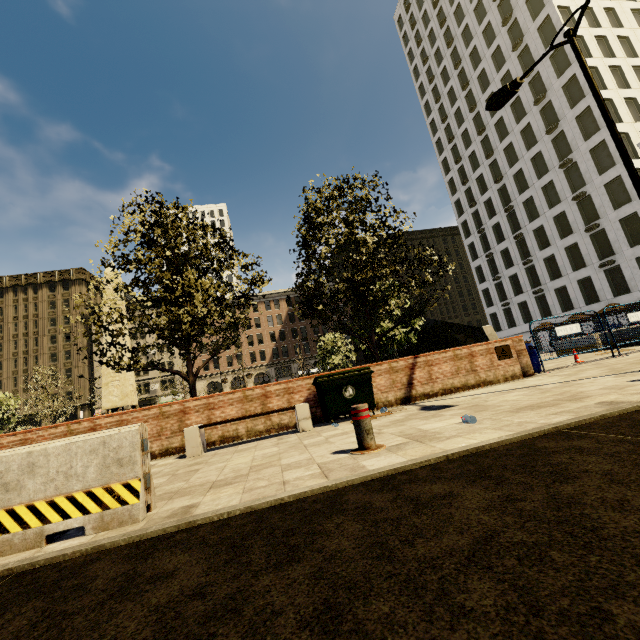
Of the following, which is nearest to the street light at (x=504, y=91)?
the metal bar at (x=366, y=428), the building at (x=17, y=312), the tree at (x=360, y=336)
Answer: the tree at (x=360, y=336)

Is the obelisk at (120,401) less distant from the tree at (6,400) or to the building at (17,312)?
the tree at (6,400)

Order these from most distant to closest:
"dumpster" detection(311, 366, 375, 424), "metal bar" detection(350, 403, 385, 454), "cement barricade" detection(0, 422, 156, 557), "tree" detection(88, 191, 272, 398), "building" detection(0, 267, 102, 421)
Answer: "building" detection(0, 267, 102, 421)
"tree" detection(88, 191, 272, 398)
"dumpster" detection(311, 366, 375, 424)
"metal bar" detection(350, 403, 385, 454)
"cement barricade" detection(0, 422, 156, 557)

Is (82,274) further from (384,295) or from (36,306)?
(384,295)

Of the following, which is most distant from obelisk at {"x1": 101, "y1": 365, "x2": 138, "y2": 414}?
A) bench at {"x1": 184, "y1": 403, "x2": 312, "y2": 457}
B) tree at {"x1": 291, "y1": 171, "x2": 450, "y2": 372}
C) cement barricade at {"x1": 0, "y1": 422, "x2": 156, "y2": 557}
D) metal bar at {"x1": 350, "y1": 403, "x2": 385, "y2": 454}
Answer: metal bar at {"x1": 350, "y1": 403, "x2": 385, "y2": 454}

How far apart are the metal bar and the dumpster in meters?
3.2

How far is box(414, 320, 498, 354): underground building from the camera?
25.99m

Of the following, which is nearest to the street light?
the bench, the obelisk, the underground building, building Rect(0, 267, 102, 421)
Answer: the bench
